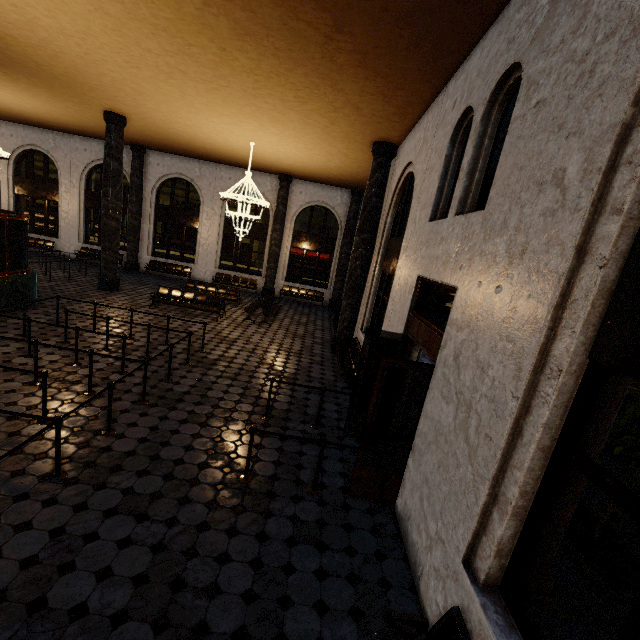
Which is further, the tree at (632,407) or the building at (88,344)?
the tree at (632,407)

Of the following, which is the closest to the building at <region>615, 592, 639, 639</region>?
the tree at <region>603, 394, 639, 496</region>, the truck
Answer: the tree at <region>603, 394, 639, 496</region>

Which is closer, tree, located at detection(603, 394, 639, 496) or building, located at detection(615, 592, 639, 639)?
building, located at detection(615, 592, 639, 639)

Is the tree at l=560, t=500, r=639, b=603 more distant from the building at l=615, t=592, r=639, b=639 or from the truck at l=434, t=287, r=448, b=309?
the truck at l=434, t=287, r=448, b=309

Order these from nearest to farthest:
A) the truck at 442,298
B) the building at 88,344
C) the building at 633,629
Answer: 1. the building at 633,629
2. the building at 88,344
3. the truck at 442,298

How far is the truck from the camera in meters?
25.9 m

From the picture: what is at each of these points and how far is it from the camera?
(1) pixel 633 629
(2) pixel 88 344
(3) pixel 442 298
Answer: (1) building, 1.65m
(2) building, 8.04m
(3) truck, 26.31m
